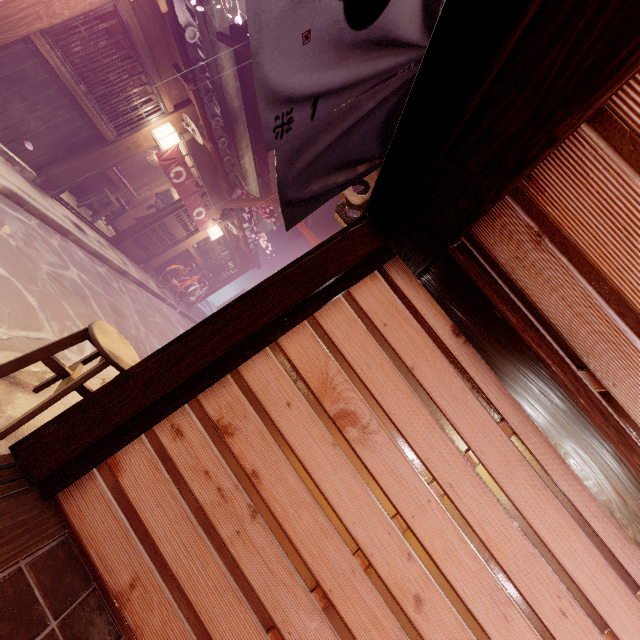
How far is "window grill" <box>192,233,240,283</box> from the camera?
19.6 meters

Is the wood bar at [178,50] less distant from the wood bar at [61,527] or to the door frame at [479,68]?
the door frame at [479,68]

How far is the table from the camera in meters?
14.1

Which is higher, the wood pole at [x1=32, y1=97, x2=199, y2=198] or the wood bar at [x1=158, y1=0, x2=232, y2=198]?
the wood bar at [x1=158, y1=0, x2=232, y2=198]

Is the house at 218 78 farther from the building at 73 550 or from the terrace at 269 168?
the building at 73 550

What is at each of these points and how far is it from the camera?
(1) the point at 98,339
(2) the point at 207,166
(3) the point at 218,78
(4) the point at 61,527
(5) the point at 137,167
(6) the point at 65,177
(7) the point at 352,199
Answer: (1) chair, 3.91m
(2) wood panel, 14.76m
(3) house, 13.62m
(4) wood bar, 3.49m
(5) building, 18.86m
(6) wood pole, 10.80m
(7) wood base, 4.63m

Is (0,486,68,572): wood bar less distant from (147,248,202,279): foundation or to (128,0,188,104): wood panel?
(147,248,202,279): foundation

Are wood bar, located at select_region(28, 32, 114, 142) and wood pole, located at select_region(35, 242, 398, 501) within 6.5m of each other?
no
